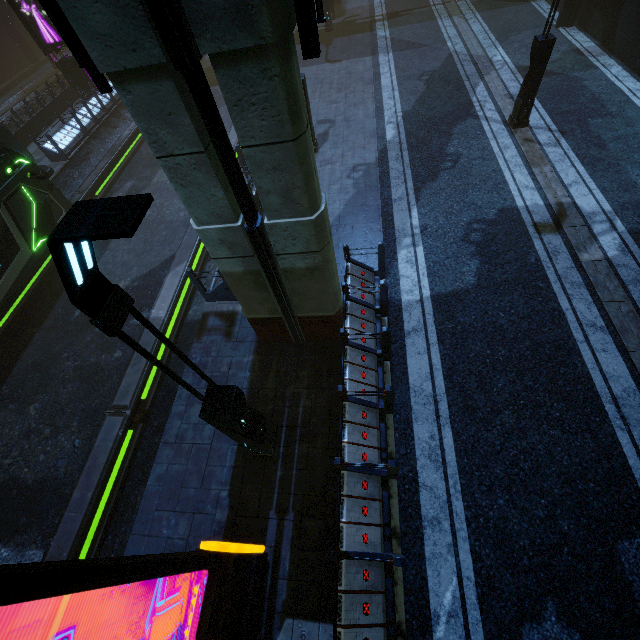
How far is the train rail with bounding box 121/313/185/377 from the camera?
9.0 meters

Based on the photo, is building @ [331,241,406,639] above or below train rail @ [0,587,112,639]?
above

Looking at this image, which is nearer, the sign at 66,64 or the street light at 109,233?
the street light at 109,233

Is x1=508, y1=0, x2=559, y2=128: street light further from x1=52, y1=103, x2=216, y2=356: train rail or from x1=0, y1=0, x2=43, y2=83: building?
x1=52, y1=103, x2=216, y2=356: train rail

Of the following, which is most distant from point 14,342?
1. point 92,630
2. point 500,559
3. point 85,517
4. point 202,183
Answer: point 500,559

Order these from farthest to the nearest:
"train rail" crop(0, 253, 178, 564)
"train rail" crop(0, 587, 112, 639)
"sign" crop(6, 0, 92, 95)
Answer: "sign" crop(6, 0, 92, 95), "train rail" crop(0, 253, 178, 564), "train rail" crop(0, 587, 112, 639)

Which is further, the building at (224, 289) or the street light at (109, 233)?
the building at (224, 289)
